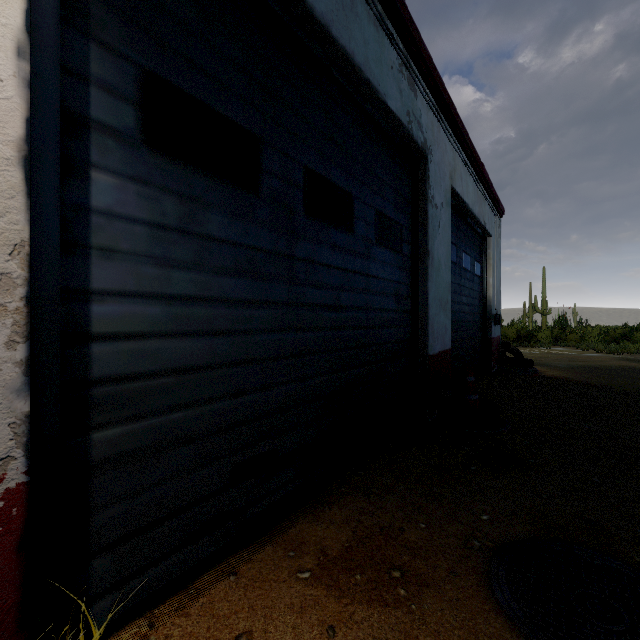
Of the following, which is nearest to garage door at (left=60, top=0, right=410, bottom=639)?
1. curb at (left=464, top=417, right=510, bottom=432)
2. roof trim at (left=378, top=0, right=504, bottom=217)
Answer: curb at (left=464, top=417, right=510, bottom=432)

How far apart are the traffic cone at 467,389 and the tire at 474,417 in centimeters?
9cm

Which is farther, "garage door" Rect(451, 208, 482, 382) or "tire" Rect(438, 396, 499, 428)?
"garage door" Rect(451, 208, 482, 382)

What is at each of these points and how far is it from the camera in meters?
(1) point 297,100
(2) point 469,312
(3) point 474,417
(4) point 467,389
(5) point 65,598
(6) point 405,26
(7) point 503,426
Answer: (1) garage door, 2.2
(2) garage door, 6.4
(3) tire, 3.6
(4) traffic cone, 3.9
(5) garage door, 1.1
(6) roof trim, 3.1
(7) curb, 3.7

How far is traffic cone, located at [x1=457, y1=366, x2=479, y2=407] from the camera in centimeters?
385cm

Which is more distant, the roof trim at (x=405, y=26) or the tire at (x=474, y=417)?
the tire at (x=474, y=417)

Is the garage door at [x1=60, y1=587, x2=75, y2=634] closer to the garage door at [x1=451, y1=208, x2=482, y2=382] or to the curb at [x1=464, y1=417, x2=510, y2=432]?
the curb at [x1=464, y1=417, x2=510, y2=432]

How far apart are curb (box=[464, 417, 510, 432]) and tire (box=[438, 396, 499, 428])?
0.0 meters
